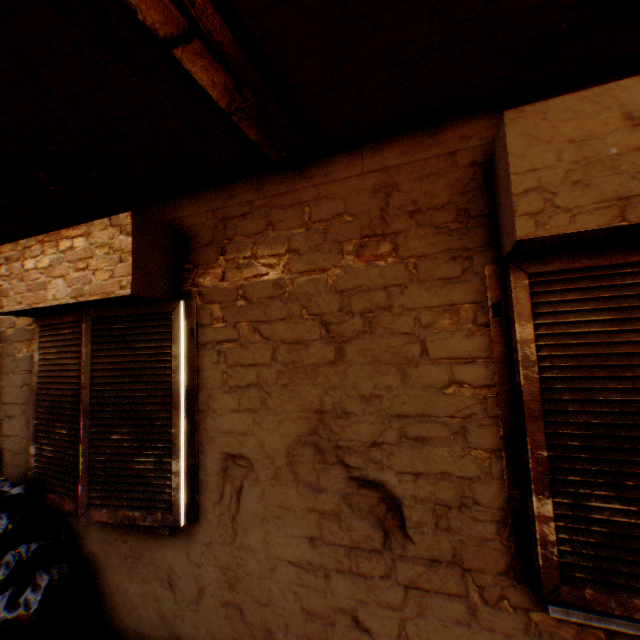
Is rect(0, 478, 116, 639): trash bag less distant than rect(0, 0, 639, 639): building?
No

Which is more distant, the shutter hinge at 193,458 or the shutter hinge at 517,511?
the shutter hinge at 193,458

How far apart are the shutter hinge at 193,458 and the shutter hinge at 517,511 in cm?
191

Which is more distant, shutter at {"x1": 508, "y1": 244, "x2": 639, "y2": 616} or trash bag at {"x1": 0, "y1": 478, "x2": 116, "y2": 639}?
trash bag at {"x1": 0, "y1": 478, "x2": 116, "y2": 639}

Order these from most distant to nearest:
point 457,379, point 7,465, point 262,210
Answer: point 7,465, point 262,210, point 457,379

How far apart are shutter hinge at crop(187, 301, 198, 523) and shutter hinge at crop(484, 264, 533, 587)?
1.91m

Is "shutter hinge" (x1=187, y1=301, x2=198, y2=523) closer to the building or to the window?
the building

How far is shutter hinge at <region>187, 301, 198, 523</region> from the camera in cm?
224
